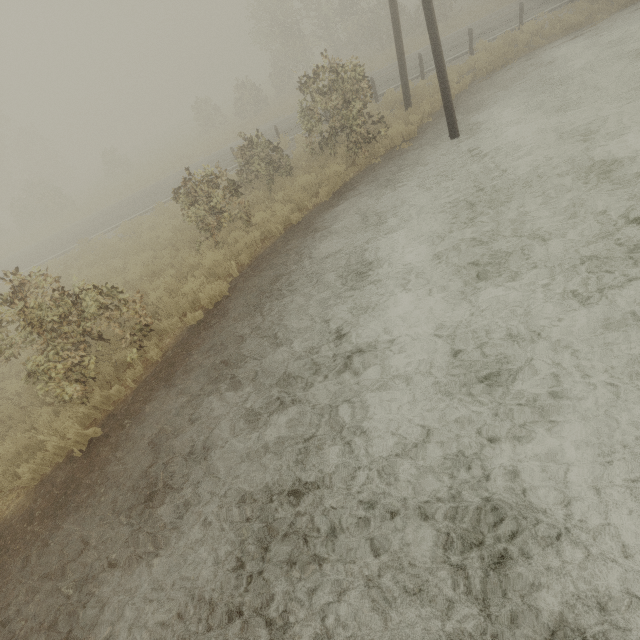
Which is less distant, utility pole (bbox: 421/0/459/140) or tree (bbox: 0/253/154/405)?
tree (bbox: 0/253/154/405)

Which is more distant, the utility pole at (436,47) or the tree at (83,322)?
the utility pole at (436,47)

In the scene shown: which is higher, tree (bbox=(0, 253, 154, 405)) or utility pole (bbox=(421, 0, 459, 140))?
utility pole (bbox=(421, 0, 459, 140))

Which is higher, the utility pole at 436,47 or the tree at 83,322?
the utility pole at 436,47

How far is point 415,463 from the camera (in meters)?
3.84
